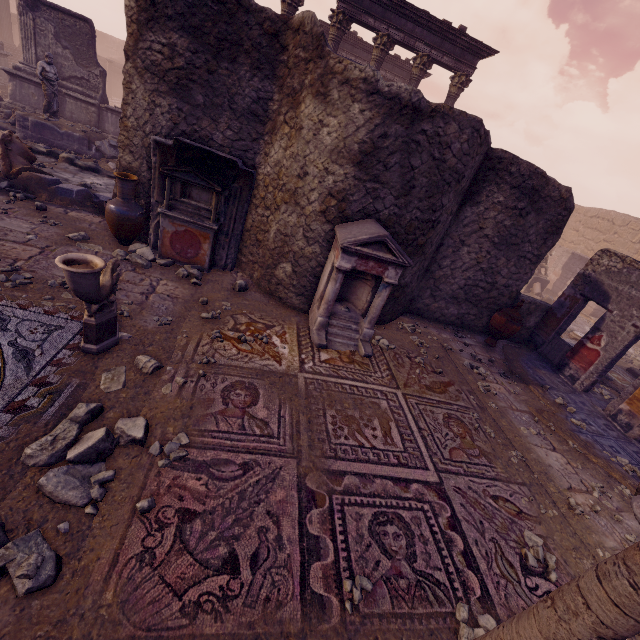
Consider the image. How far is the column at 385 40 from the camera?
11.83m

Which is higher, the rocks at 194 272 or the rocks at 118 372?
the rocks at 194 272

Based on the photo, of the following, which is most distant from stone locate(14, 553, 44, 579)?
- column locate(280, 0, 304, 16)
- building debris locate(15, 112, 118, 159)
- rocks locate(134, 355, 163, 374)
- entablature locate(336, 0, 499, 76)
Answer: entablature locate(336, 0, 499, 76)

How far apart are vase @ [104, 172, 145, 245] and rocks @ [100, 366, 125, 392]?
3.3m

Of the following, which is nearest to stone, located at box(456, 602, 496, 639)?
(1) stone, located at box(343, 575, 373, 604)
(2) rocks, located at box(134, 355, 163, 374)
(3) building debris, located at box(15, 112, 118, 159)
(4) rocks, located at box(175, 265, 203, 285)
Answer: (1) stone, located at box(343, 575, 373, 604)

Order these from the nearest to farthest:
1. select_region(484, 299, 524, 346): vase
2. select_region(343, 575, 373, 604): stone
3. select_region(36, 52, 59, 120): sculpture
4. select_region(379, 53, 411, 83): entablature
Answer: select_region(343, 575, 373, 604): stone → select_region(484, 299, 524, 346): vase → select_region(36, 52, 59, 120): sculpture → select_region(379, 53, 411, 83): entablature

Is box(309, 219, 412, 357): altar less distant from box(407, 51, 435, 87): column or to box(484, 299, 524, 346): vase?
box(484, 299, 524, 346): vase

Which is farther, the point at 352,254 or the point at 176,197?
the point at 176,197
